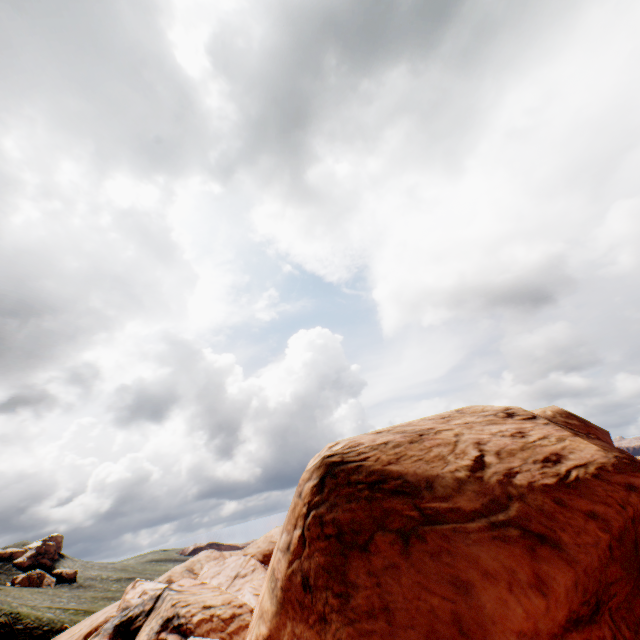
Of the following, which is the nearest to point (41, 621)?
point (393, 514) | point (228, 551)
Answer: point (228, 551)
